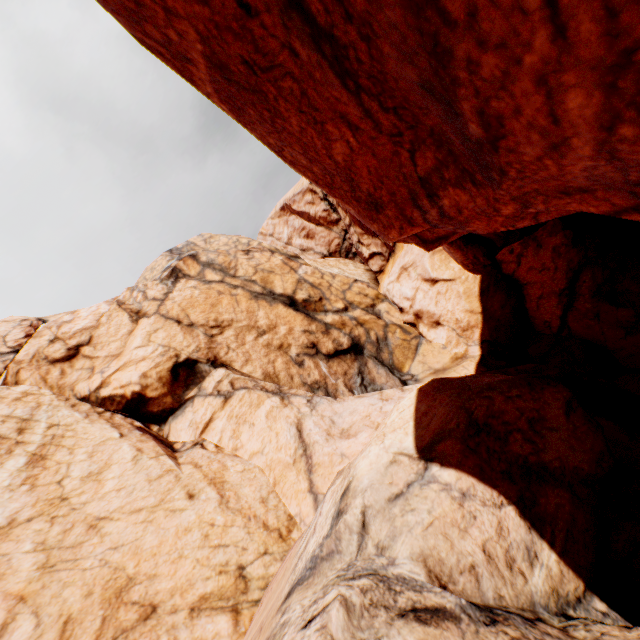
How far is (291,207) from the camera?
39.03m
